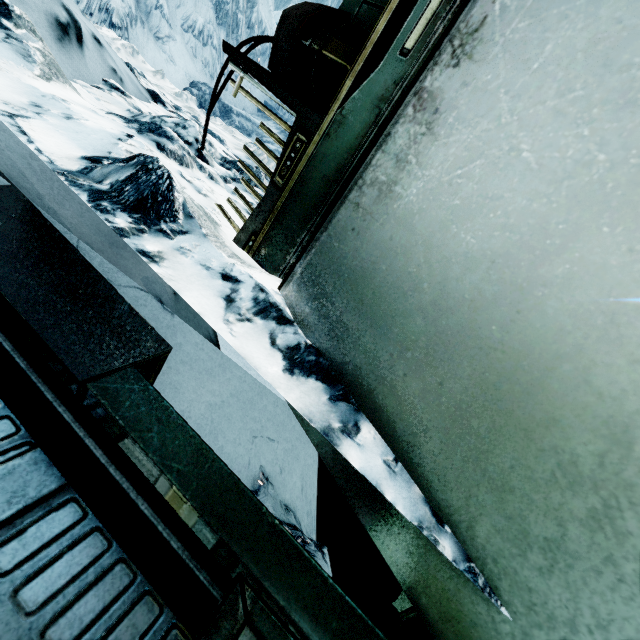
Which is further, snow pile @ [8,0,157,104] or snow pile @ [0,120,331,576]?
snow pile @ [8,0,157,104]

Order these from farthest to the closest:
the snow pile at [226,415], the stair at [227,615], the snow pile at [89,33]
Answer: the snow pile at [89,33], the snow pile at [226,415], the stair at [227,615]

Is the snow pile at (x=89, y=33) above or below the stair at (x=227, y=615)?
above

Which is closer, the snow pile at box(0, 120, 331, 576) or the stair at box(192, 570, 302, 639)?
the stair at box(192, 570, 302, 639)

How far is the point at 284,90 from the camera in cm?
140

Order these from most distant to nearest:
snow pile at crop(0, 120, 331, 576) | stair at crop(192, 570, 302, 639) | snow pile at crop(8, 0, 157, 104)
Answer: snow pile at crop(8, 0, 157, 104)
snow pile at crop(0, 120, 331, 576)
stair at crop(192, 570, 302, 639)

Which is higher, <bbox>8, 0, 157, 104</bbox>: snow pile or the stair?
<bbox>8, 0, 157, 104</bbox>: snow pile
